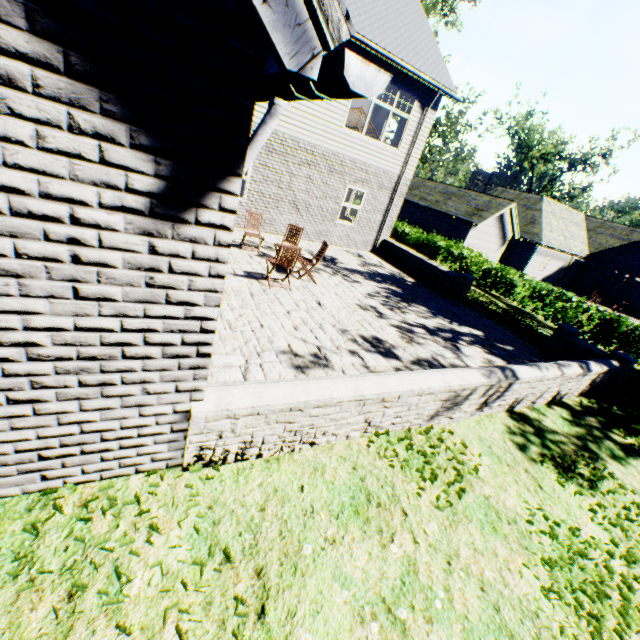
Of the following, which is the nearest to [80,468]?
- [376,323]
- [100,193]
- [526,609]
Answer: [100,193]

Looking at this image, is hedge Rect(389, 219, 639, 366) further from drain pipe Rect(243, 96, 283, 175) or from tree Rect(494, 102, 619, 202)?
drain pipe Rect(243, 96, 283, 175)

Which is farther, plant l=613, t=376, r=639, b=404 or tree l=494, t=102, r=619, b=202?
tree l=494, t=102, r=619, b=202

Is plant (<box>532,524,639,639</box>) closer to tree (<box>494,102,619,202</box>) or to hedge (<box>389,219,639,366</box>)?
tree (<box>494,102,619,202</box>)

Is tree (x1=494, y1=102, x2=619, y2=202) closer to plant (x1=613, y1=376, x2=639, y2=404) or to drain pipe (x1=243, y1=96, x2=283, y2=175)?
plant (x1=613, y1=376, x2=639, y2=404)

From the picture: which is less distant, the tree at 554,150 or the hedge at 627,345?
the hedge at 627,345

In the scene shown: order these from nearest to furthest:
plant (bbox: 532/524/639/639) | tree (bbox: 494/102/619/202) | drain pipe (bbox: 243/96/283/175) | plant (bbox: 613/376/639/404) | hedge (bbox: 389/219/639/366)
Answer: drain pipe (bbox: 243/96/283/175) → plant (bbox: 532/524/639/639) → plant (bbox: 613/376/639/404) → hedge (bbox: 389/219/639/366) → tree (bbox: 494/102/619/202)

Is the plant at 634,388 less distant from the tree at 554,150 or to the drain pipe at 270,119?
the tree at 554,150
